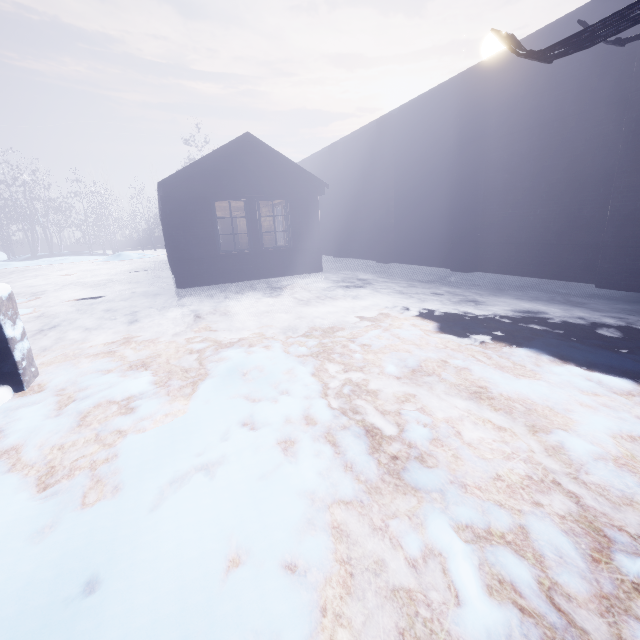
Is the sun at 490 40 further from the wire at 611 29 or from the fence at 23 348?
the fence at 23 348

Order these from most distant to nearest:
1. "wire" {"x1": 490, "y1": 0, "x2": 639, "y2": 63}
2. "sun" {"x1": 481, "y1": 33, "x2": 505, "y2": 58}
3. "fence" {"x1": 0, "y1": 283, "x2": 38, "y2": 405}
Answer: "sun" {"x1": 481, "y1": 33, "x2": 505, "y2": 58}
"fence" {"x1": 0, "y1": 283, "x2": 38, "y2": 405}
"wire" {"x1": 490, "y1": 0, "x2": 639, "y2": 63}

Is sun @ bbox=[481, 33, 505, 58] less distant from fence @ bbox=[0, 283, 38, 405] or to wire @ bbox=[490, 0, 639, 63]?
wire @ bbox=[490, 0, 639, 63]

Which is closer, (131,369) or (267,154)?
(131,369)

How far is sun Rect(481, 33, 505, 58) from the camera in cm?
5199

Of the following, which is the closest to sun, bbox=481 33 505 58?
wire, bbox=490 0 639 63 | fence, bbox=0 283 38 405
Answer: wire, bbox=490 0 639 63
